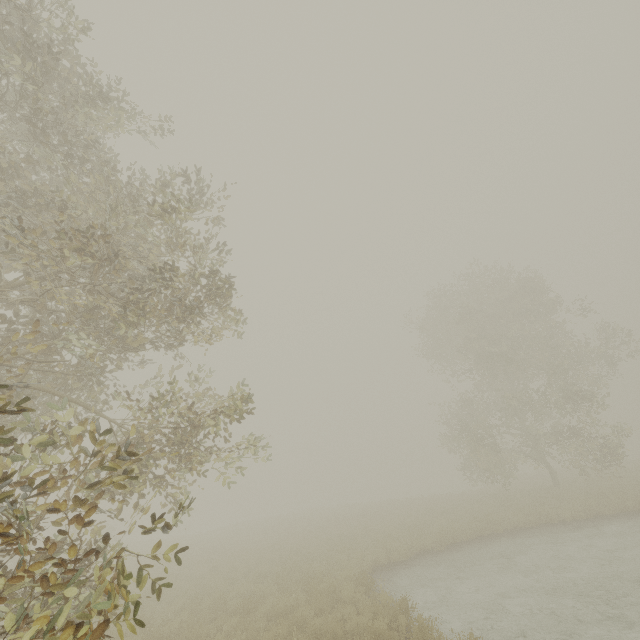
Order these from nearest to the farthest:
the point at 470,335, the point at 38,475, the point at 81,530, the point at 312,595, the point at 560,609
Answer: the point at 38,475, the point at 81,530, the point at 560,609, the point at 312,595, the point at 470,335
